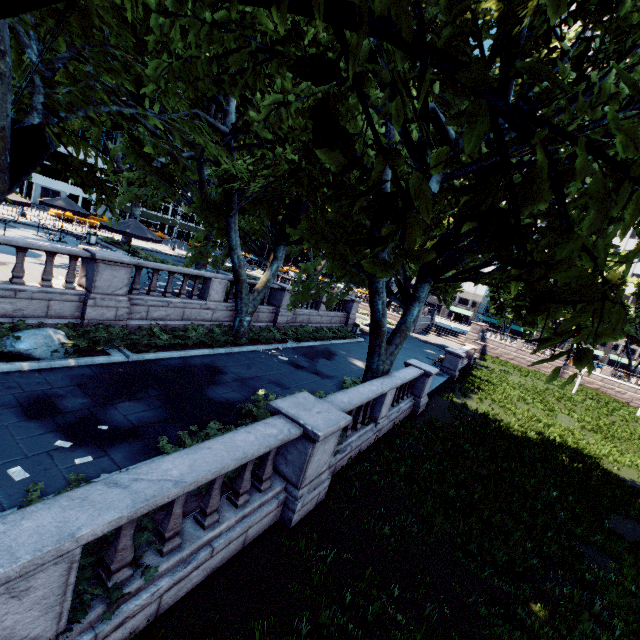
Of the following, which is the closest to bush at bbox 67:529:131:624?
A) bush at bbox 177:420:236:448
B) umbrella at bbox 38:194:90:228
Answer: bush at bbox 177:420:236:448

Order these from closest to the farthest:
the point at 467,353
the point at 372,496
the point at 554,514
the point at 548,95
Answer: the point at 548,95
the point at 372,496
the point at 554,514
the point at 467,353

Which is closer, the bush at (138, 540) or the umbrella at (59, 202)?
the bush at (138, 540)

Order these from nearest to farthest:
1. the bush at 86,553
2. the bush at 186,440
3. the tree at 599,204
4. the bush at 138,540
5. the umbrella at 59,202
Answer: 1. the tree at 599,204
2. the bush at 86,553
3. the bush at 138,540
4. the bush at 186,440
5. the umbrella at 59,202

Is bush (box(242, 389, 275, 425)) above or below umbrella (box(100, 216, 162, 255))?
below

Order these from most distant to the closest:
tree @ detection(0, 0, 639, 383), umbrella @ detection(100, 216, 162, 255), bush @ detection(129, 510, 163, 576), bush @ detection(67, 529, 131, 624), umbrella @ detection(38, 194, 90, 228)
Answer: umbrella @ detection(38, 194, 90, 228) → umbrella @ detection(100, 216, 162, 255) → bush @ detection(129, 510, 163, 576) → bush @ detection(67, 529, 131, 624) → tree @ detection(0, 0, 639, 383)

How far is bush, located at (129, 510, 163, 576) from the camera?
4.3m
